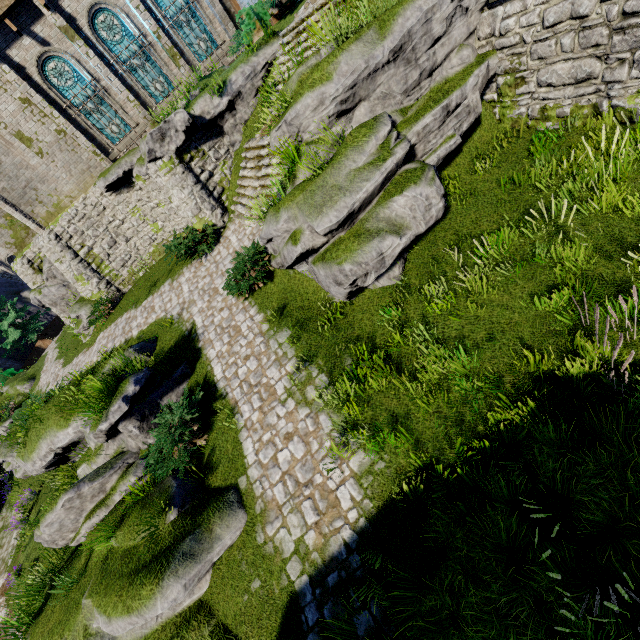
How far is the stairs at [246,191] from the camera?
11.56m

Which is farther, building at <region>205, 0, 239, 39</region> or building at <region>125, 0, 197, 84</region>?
building at <region>205, 0, 239, 39</region>

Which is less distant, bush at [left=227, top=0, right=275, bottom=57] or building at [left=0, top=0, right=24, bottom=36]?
building at [left=0, top=0, right=24, bottom=36]

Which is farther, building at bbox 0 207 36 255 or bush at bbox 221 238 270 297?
building at bbox 0 207 36 255

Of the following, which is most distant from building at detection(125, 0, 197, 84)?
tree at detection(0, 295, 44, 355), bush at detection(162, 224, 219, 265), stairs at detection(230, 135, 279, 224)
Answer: tree at detection(0, 295, 44, 355)

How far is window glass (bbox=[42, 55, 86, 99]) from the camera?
14.0m

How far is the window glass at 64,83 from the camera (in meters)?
14.05

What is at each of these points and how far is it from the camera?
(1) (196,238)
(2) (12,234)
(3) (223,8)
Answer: (1) bush, 13.48m
(2) building, 18.22m
(3) building, 15.30m
